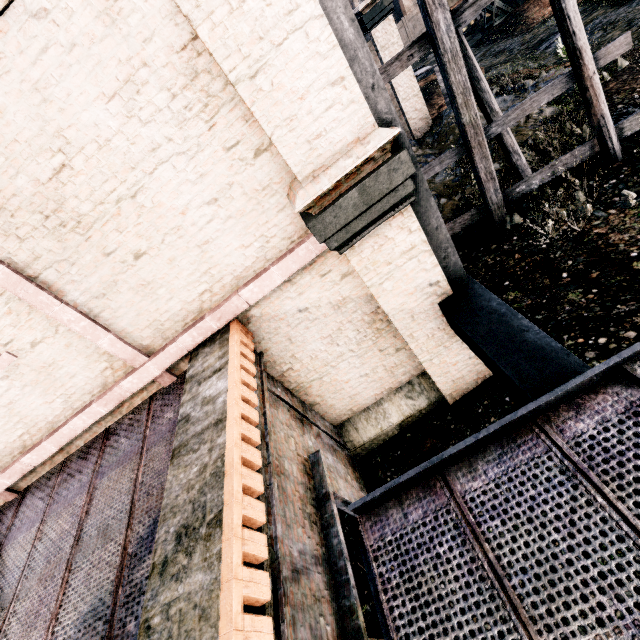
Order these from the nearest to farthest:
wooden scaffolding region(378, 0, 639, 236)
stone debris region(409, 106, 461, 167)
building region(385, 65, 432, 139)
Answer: wooden scaffolding region(378, 0, 639, 236), stone debris region(409, 106, 461, 167), building region(385, 65, 432, 139)

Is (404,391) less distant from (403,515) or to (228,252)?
(403,515)

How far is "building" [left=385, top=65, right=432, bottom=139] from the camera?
15.4m

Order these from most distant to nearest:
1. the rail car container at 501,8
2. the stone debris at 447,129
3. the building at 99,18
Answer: the rail car container at 501,8 → the stone debris at 447,129 → the building at 99,18

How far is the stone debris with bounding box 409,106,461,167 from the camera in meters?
14.8

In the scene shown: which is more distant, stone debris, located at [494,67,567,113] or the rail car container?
the rail car container

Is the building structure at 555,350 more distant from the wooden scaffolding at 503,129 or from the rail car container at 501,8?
the rail car container at 501,8
